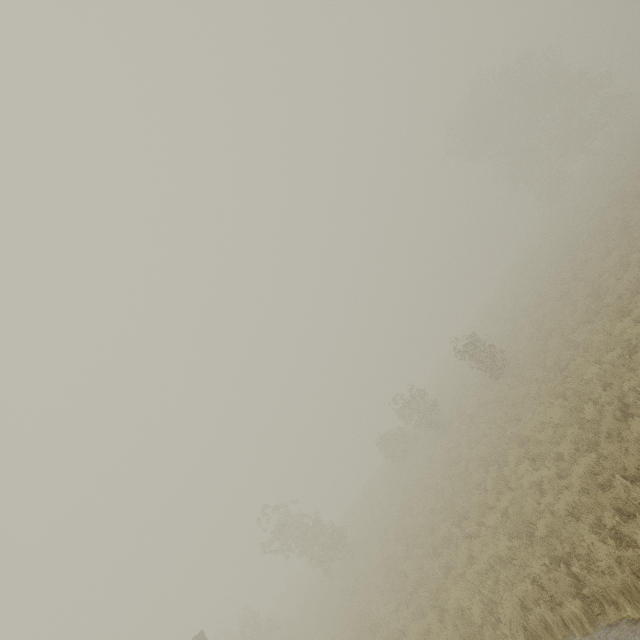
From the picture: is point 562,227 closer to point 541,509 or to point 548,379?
point 548,379
